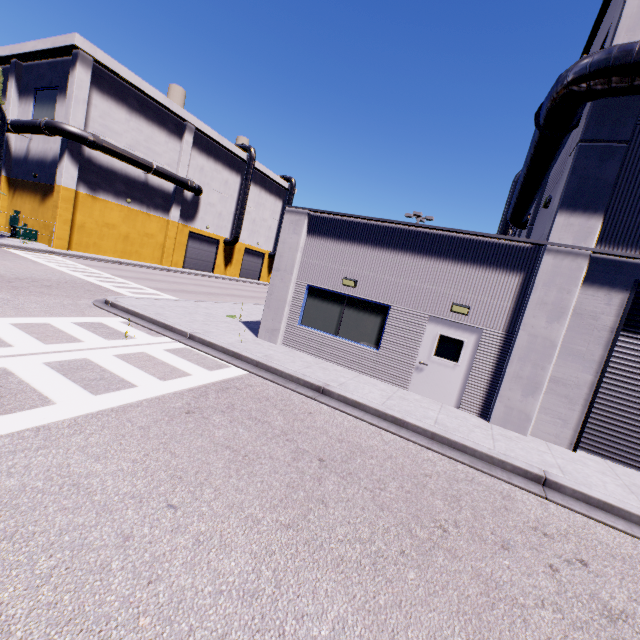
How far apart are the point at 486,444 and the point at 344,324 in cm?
540

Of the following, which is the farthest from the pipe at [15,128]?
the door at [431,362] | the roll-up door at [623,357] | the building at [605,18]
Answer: the roll-up door at [623,357]

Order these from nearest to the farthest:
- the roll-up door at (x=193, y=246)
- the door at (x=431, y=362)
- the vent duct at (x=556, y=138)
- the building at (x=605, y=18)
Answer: the vent duct at (x=556, y=138), the building at (x=605, y=18), the door at (x=431, y=362), the roll-up door at (x=193, y=246)

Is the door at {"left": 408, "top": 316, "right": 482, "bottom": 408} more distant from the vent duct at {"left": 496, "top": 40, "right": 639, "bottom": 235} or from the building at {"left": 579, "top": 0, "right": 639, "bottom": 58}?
the vent duct at {"left": 496, "top": 40, "right": 639, "bottom": 235}

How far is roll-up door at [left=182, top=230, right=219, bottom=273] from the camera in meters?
38.1

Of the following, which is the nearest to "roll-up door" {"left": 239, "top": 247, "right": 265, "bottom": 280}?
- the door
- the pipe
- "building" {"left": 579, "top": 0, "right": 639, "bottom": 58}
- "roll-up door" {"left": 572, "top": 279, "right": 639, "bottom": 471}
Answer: "building" {"left": 579, "top": 0, "right": 639, "bottom": 58}

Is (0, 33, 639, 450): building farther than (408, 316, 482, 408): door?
No

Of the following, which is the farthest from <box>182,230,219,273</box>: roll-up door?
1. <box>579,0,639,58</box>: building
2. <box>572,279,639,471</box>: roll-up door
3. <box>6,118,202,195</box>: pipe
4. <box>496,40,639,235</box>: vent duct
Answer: <box>572,279,639,471</box>: roll-up door
